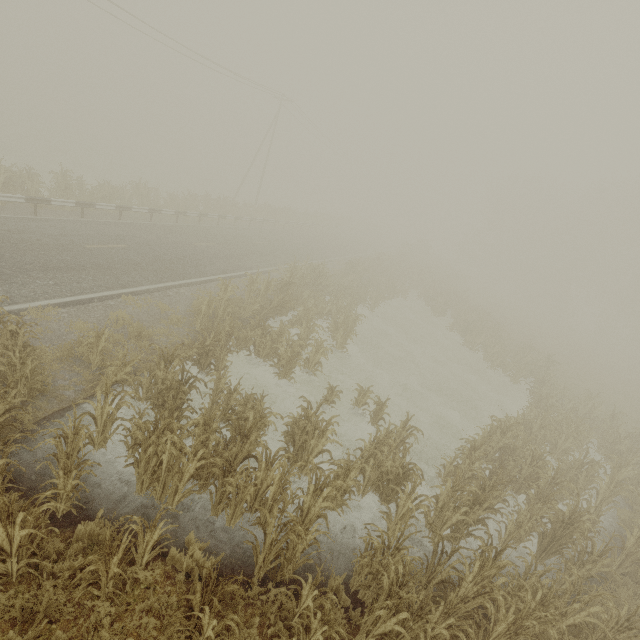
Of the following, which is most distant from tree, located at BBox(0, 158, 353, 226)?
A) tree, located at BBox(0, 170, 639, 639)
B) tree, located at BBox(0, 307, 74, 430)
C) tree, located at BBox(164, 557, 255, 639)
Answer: tree, located at BBox(164, 557, 255, 639)

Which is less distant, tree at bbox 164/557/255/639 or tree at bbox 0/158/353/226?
tree at bbox 164/557/255/639

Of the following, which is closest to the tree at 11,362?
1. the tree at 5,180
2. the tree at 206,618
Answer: → the tree at 206,618

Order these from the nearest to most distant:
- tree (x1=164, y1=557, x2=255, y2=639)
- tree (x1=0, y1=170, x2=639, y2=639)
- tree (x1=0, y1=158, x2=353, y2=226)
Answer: tree (x1=164, y1=557, x2=255, y2=639)
tree (x1=0, y1=170, x2=639, y2=639)
tree (x1=0, y1=158, x2=353, y2=226)

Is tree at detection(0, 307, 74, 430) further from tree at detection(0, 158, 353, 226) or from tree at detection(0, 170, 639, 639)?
tree at detection(0, 158, 353, 226)

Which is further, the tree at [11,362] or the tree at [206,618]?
the tree at [11,362]

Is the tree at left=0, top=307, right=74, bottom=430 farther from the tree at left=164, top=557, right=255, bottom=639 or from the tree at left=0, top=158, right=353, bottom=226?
the tree at left=0, top=158, right=353, bottom=226

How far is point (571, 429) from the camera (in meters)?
13.04
